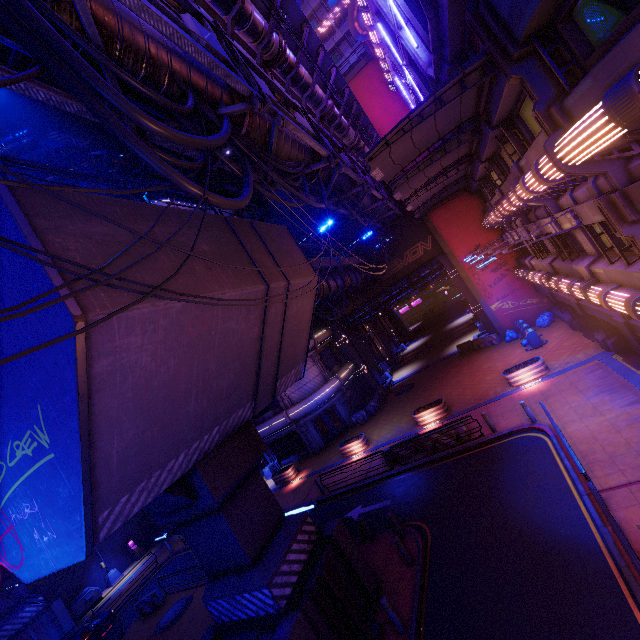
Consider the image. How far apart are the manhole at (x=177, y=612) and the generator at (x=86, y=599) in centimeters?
1365cm

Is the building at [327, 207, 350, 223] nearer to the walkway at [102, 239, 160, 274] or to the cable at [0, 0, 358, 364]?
the walkway at [102, 239, 160, 274]

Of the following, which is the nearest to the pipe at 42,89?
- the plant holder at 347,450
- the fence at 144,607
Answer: the plant holder at 347,450

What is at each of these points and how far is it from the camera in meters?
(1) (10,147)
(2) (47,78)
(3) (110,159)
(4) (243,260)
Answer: (1) pipe, 13.4 m
(2) awning, 9.2 m
(3) pipe, 16.4 m
(4) walkway, 9.9 m

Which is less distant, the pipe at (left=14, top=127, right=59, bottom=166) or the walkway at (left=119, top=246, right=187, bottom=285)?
the walkway at (left=119, top=246, right=187, bottom=285)

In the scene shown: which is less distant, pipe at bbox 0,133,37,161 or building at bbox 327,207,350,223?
pipe at bbox 0,133,37,161

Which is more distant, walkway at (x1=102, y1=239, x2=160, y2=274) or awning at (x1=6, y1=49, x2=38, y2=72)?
awning at (x1=6, y1=49, x2=38, y2=72)

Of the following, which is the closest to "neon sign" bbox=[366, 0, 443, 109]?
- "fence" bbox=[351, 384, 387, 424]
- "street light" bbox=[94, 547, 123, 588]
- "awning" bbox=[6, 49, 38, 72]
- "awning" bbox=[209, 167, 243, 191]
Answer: "awning" bbox=[209, 167, 243, 191]
